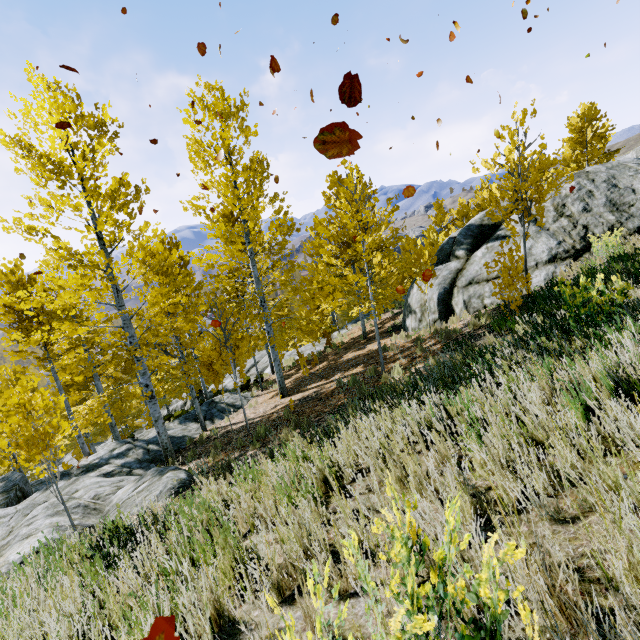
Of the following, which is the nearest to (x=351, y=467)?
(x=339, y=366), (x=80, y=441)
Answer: (x=339, y=366)

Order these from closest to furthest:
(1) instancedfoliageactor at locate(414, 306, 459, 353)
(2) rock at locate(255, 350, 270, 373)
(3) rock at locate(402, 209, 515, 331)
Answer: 1. (1) instancedfoliageactor at locate(414, 306, 459, 353)
2. (3) rock at locate(402, 209, 515, 331)
3. (2) rock at locate(255, 350, 270, 373)

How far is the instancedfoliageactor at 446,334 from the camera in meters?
8.7 m

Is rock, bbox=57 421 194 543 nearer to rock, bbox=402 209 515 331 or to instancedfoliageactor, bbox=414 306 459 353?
instancedfoliageactor, bbox=414 306 459 353

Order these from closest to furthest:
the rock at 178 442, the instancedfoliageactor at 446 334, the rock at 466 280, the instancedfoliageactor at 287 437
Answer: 1. the instancedfoliageactor at 287 437
2. the instancedfoliageactor at 446 334
3. the rock at 466 280
4. the rock at 178 442

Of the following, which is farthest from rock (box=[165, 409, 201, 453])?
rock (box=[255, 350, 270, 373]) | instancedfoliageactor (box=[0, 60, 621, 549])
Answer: rock (box=[255, 350, 270, 373])

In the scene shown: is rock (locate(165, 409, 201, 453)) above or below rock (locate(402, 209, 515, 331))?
below
